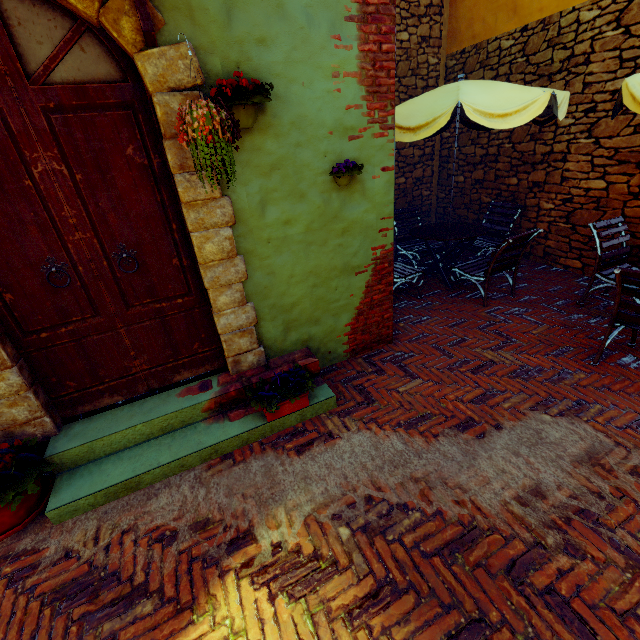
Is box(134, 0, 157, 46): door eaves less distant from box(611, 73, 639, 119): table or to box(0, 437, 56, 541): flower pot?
box(0, 437, 56, 541): flower pot

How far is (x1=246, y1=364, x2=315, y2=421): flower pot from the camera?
2.8m

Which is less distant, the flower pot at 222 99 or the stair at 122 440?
the flower pot at 222 99

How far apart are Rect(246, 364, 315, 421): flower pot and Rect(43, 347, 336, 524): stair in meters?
0.0

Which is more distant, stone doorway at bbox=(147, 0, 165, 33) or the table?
the table

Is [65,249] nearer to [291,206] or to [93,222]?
[93,222]

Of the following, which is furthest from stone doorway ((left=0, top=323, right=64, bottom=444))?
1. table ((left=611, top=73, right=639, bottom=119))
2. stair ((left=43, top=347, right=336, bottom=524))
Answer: table ((left=611, top=73, right=639, bottom=119))

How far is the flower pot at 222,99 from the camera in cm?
181
